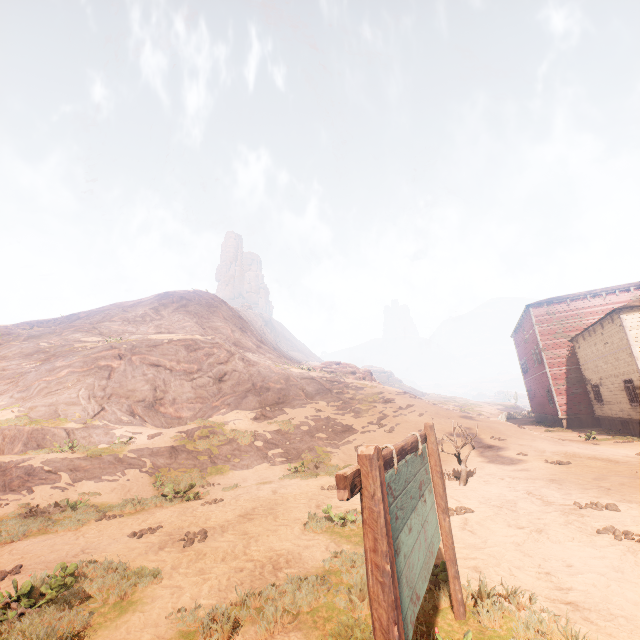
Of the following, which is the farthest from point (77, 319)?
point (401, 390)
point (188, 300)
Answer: point (401, 390)

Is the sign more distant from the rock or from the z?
the rock

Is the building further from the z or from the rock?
the rock

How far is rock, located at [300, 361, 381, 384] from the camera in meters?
33.4 m

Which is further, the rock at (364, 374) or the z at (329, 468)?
the rock at (364, 374)

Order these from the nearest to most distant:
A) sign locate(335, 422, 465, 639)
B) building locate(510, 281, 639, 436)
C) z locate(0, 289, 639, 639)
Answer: sign locate(335, 422, 465, 639), z locate(0, 289, 639, 639), building locate(510, 281, 639, 436)

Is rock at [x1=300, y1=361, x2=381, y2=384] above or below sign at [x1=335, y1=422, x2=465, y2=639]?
above

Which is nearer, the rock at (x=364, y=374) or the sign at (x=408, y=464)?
the sign at (x=408, y=464)
